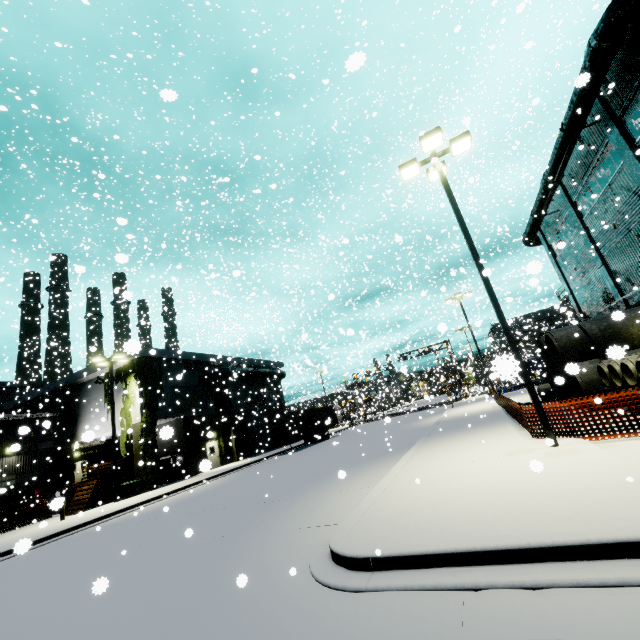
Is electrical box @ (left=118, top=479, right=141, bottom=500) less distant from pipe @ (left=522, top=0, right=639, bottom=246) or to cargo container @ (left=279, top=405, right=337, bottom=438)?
pipe @ (left=522, top=0, right=639, bottom=246)

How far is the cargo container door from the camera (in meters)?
29.80

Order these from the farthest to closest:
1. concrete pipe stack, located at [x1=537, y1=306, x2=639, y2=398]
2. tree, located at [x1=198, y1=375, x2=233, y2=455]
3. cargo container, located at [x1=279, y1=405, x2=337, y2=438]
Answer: tree, located at [x1=198, y1=375, x2=233, y2=455], cargo container, located at [x1=279, y1=405, x2=337, y2=438], concrete pipe stack, located at [x1=537, y1=306, x2=639, y2=398]

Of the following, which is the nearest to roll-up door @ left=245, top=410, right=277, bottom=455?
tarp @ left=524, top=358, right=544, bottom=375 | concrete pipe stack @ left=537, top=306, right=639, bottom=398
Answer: tarp @ left=524, top=358, right=544, bottom=375

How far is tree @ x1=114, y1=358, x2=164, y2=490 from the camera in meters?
23.4

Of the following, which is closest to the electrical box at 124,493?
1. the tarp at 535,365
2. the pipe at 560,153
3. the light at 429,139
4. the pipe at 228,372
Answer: the pipe at 560,153

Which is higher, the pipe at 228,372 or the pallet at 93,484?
the pipe at 228,372

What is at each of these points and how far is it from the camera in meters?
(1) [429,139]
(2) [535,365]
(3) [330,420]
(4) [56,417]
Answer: (1) light, 10.3
(2) tarp, 37.0
(3) cargo container, 17.2
(4) building, 28.7
